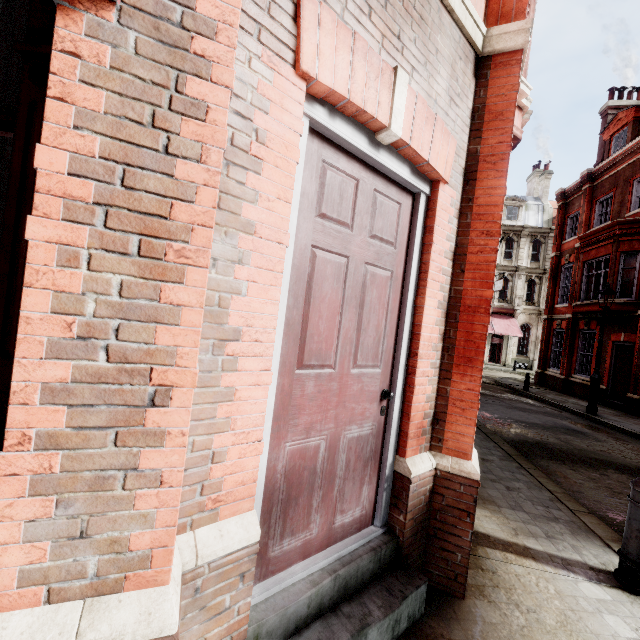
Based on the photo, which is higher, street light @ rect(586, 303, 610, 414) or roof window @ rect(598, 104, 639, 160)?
roof window @ rect(598, 104, 639, 160)

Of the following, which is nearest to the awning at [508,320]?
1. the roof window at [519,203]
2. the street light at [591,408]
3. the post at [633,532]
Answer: the roof window at [519,203]

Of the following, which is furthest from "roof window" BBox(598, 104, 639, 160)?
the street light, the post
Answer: the post

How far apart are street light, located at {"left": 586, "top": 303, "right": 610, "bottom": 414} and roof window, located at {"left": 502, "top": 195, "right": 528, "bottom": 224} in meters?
23.8 m

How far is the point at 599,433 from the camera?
9.18m

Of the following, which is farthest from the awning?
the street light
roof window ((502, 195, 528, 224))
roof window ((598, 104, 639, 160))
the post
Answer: the post

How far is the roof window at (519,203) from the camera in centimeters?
3250cm

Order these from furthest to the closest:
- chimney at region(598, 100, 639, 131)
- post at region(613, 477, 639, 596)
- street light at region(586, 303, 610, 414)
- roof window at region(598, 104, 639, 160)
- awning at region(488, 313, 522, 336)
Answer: awning at region(488, 313, 522, 336)
chimney at region(598, 100, 639, 131)
roof window at region(598, 104, 639, 160)
street light at region(586, 303, 610, 414)
post at region(613, 477, 639, 596)
